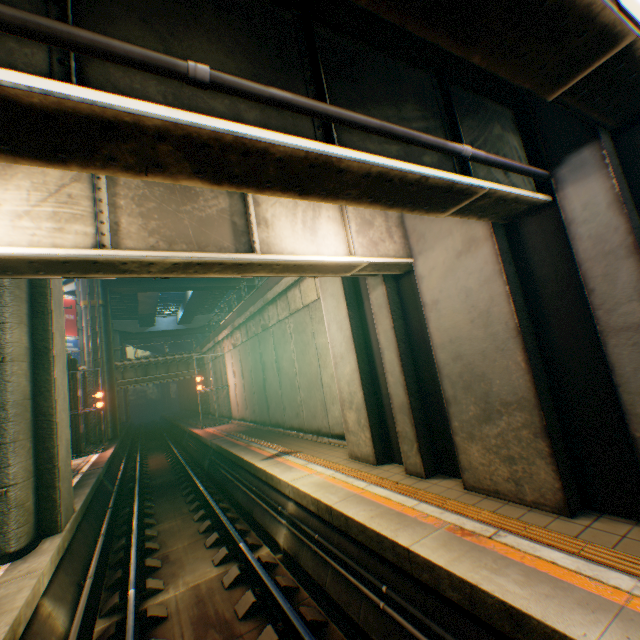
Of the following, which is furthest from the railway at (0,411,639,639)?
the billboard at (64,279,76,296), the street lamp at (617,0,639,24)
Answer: the billboard at (64,279,76,296)

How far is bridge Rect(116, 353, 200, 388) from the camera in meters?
29.0 m

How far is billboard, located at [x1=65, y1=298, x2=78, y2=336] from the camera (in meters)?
35.50

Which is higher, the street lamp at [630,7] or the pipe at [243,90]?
the street lamp at [630,7]

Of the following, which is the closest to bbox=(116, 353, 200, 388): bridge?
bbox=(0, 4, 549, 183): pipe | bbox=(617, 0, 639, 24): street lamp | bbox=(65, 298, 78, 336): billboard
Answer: bbox=(65, 298, 78, 336): billboard

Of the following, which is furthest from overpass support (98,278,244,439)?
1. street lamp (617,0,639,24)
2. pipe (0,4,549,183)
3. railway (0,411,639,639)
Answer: street lamp (617,0,639,24)

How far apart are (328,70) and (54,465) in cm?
910

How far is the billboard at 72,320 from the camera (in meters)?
35.50
